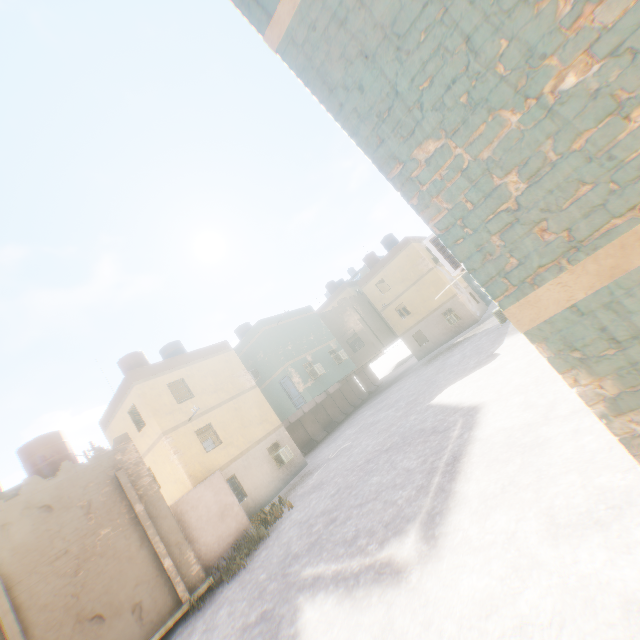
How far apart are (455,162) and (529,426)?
7.5 meters

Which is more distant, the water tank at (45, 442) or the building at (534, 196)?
the water tank at (45, 442)

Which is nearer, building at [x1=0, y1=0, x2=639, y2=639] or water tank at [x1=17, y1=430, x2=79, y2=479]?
building at [x1=0, y1=0, x2=639, y2=639]

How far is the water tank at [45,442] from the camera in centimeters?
1291cm

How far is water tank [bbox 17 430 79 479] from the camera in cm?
1291
